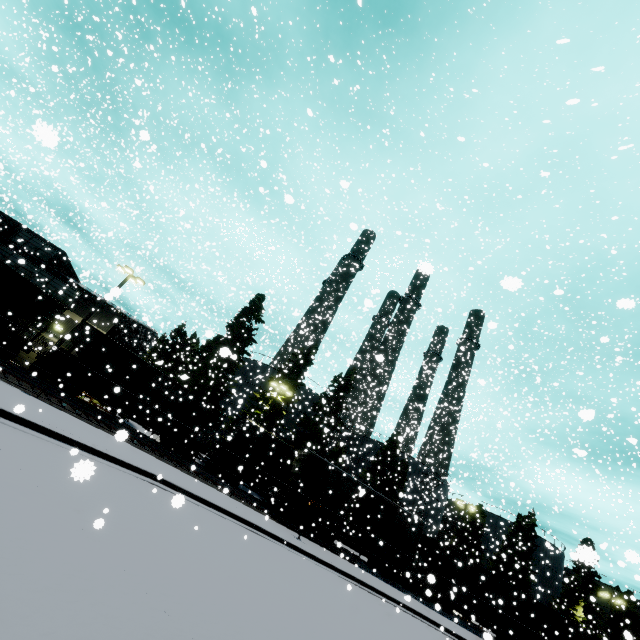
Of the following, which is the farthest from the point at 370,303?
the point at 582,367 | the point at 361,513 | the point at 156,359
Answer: the point at 582,367

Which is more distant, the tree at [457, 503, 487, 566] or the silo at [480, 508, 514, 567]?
the silo at [480, 508, 514, 567]

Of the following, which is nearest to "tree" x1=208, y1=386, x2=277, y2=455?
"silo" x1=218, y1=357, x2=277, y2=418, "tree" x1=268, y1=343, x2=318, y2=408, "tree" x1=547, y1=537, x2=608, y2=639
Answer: "silo" x1=218, y1=357, x2=277, y2=418

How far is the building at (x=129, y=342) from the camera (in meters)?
28.70

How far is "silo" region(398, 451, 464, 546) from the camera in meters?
37.2 m

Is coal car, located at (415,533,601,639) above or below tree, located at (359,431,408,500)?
below

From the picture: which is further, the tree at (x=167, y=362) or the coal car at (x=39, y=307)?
the tree at (x=167, y=362)

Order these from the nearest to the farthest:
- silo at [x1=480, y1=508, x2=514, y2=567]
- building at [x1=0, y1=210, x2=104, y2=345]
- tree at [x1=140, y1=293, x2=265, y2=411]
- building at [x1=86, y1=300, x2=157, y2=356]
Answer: building at [x1=0, y1=210, x2=104, y2=345] < building at [x1=86, y1=300, x2=157, y2=356] < tree at [x1=140, y1=293, x2=265, y2=411] < silo at [x1=480, y1=508, x2=514, y2=567]
